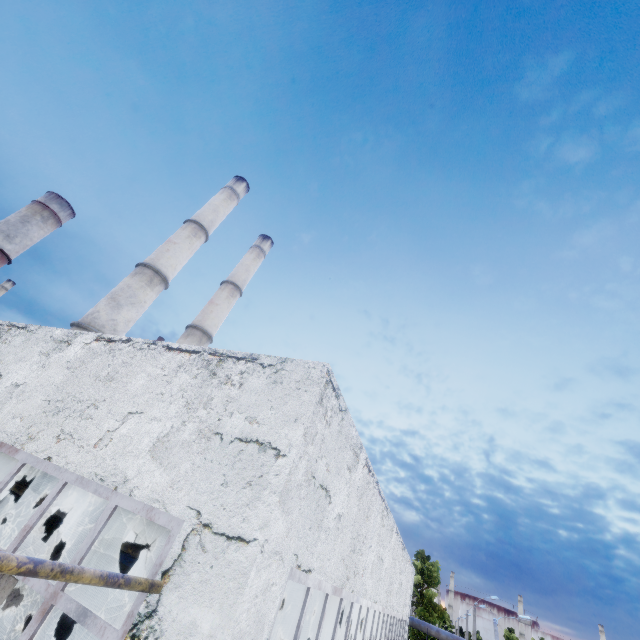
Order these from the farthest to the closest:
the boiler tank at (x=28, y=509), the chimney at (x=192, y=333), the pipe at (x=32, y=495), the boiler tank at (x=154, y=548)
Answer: the chimney at (x=192, y=333) → the boiler tank at (x=154, y=548) → the boiler tank at (x=28, y=509) → the pipe at (x=32, y=495)

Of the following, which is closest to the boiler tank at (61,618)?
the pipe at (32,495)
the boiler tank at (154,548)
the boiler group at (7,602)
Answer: the boiler group at (7,602)

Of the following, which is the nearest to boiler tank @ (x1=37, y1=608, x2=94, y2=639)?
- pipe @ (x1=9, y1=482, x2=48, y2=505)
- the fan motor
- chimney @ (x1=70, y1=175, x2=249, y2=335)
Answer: chimney @ (x1=70, y1=175, x2=249, y2=335)

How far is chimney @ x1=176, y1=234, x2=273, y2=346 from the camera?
28.6m

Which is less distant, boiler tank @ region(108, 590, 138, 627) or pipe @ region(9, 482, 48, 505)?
pipe @ region(9, 482, 48, 505)

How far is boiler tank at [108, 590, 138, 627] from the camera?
9.23m

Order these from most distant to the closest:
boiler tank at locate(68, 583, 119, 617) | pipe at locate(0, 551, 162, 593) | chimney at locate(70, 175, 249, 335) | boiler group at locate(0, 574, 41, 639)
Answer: chimney at locate(70, 175, 249, 335), boiler tank at locate(68, 583, 119, 617), boiler group at locate(0, 574, 41, 639), pipe at locate(0, 551, 162, 593)

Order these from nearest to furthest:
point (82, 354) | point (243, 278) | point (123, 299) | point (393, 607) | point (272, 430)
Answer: point (272, 430) → point (82, 354) → point (393, 607) → point (123, 299) → point (243, 278)
